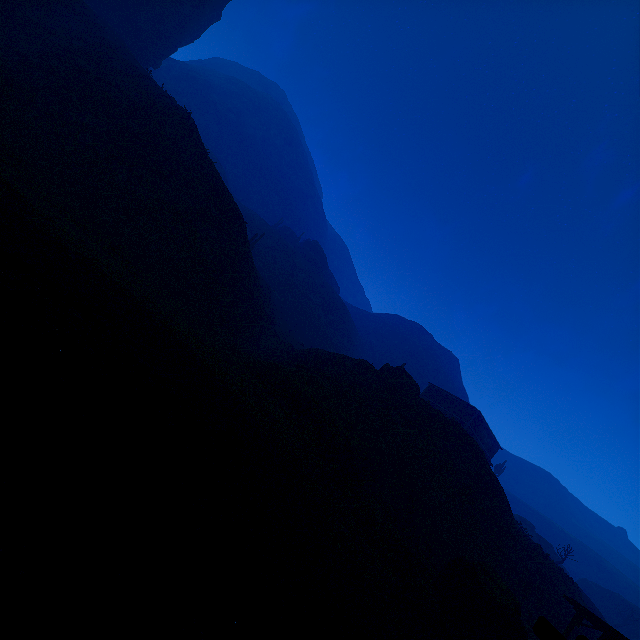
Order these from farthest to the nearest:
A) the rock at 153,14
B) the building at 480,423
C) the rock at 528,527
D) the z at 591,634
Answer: the rock at 153,14 < the building at 480,423 < the rock at 528,527 < the z at 591,634

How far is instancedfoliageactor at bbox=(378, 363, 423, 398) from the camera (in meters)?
31.30

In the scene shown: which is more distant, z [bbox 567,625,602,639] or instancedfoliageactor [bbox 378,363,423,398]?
instancedfoliageactor [bbox 378,363,423,398]

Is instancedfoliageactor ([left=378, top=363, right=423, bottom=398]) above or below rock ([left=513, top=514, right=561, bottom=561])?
below

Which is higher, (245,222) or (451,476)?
(245,222)

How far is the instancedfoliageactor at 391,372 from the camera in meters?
31.3 m

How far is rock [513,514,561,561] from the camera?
33.7 meters

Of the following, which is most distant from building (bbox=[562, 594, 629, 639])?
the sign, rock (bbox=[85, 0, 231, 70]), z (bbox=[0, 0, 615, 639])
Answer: rock (bbox=[85, 0, 231, 70])
